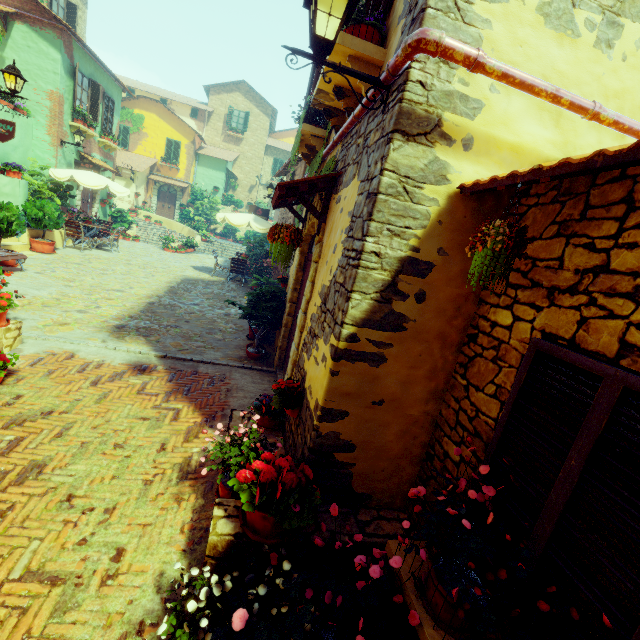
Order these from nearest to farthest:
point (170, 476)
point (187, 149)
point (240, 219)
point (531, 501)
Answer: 1. point (531, 501)
2. point (170, 476)
3. point (240, 219)
4. point (187, 149)

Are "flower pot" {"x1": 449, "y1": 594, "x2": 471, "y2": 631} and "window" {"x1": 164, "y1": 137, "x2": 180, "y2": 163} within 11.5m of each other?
no

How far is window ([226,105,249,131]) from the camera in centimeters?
2862cm

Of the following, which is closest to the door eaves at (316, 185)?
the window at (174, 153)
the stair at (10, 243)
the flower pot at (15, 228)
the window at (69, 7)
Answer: the flower pot at (15, 228)

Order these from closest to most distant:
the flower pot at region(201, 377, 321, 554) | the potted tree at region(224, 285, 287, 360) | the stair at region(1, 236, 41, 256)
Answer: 1. the flower pot at region(201, 377, 321, 554)
2. the potted tree at region(224, 285, 287, 360)
3. the stair at region(1, 236, 41, 256)

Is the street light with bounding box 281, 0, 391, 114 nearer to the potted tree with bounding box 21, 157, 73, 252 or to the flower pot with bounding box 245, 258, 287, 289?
the flower pot with bounding box 245, 258, 287, 289

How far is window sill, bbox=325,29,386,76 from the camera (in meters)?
2.85

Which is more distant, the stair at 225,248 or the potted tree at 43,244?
the stair at 225,248
